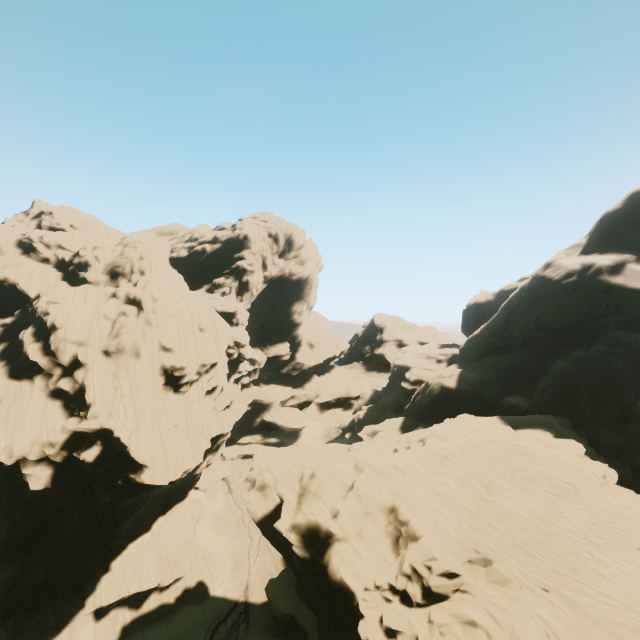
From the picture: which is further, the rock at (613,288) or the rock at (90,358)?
the rock at (90,358)

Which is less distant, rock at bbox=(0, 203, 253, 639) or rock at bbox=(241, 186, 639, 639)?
rock at bbox=(241, 186, 639, 639)

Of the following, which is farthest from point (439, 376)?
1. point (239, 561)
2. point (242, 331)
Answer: point (239, 561)
